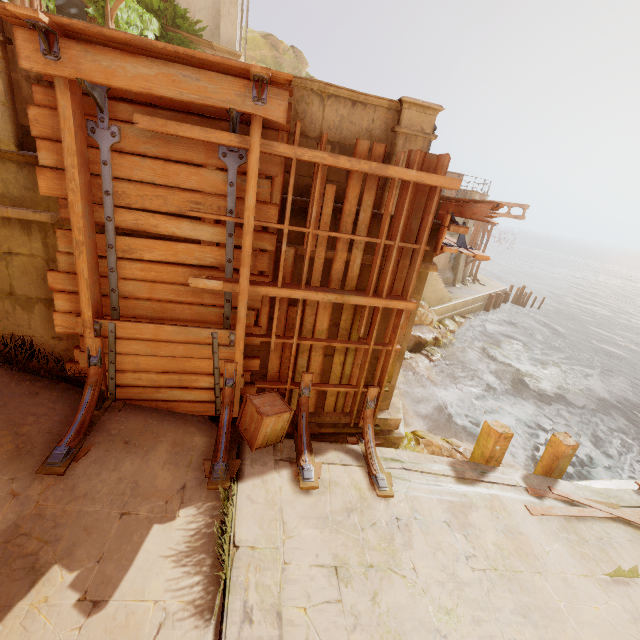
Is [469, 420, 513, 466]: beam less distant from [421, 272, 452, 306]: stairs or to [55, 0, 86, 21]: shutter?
[421, 272, 452, 306]: stairs

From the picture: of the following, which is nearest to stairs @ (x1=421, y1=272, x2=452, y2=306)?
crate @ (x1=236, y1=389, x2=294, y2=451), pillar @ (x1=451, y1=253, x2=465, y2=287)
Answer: pillar @ (x1=451, y1=253, x2=465, y2=287)

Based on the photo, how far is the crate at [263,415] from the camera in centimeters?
477cm

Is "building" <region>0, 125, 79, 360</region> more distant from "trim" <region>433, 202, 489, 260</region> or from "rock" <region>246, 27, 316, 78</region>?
"rock" <region>246, 27, 316, 78</region>

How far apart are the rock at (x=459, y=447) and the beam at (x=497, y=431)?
0.03m

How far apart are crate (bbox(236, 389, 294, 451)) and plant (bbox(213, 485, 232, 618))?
0.6 meters

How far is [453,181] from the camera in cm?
450

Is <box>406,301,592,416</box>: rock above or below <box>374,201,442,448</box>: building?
below
